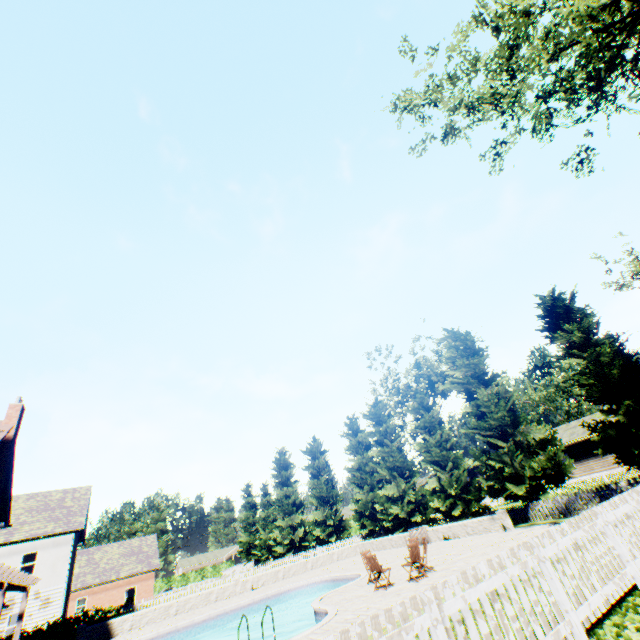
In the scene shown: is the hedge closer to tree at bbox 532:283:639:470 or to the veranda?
the veranda

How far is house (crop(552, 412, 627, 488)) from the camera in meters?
33.0

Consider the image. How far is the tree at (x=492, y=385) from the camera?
20.7 meters

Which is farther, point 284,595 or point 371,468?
point 371,468

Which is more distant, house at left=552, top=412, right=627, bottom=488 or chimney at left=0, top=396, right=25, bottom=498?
house at left=552, top=412, right=627, bottom=488

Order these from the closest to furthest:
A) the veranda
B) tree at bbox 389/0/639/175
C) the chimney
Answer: the veranda < tree at bbox 389/0/639/175 < the chimney

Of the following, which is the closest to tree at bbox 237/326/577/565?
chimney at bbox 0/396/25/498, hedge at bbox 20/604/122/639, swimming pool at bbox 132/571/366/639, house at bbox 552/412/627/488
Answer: house at bbox 552/412/627/488

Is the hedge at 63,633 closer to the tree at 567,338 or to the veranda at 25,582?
the veranda at 25,582
